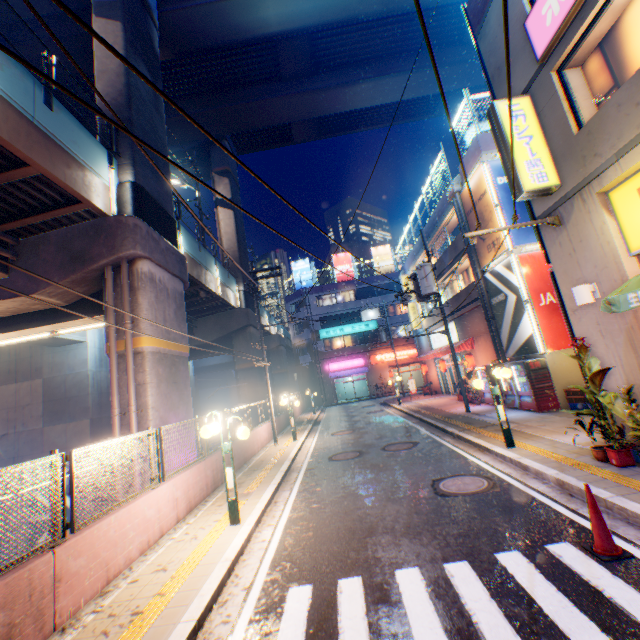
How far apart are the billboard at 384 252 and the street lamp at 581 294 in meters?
39.1

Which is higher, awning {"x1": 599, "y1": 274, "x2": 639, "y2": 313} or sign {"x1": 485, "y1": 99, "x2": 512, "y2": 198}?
sign {"x1": 485, "y1": 99, "x2": 512, "y2": 198}

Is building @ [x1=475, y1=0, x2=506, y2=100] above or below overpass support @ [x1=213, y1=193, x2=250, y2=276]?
below

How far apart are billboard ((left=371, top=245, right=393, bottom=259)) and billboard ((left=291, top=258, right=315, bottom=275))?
9.00m

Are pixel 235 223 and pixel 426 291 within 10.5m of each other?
no

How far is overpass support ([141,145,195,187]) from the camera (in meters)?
13.27

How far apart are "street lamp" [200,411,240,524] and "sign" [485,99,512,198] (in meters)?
8.24

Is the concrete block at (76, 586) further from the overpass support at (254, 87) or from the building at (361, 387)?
the overpass support at (254, 87)
